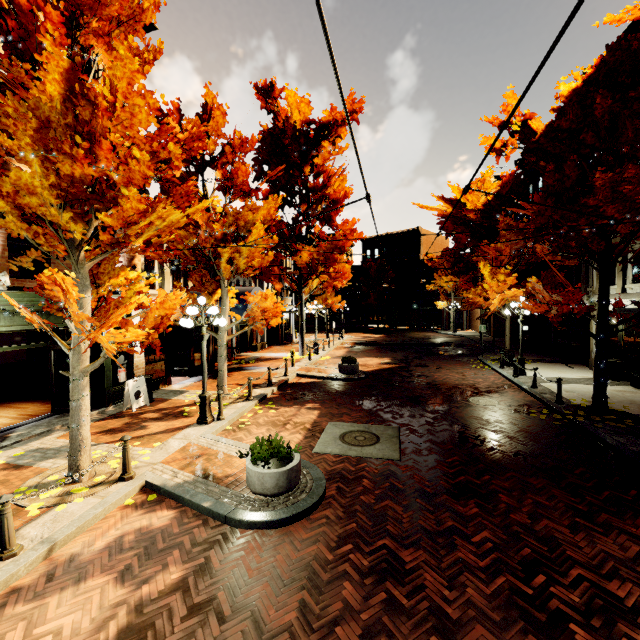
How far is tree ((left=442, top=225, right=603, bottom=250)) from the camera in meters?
9.3 m

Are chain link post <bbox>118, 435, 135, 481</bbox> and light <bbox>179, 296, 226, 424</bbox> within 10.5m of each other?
yes

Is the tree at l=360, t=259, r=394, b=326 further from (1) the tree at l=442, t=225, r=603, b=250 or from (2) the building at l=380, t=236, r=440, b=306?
(2) the building at l=380, t=236, r=440, b=306

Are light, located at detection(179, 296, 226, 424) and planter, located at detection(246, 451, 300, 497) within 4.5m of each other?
yes

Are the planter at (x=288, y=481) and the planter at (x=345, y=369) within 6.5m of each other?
no

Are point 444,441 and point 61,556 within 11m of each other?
yes

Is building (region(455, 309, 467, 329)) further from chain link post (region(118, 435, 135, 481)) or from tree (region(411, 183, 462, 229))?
chain link post (region(118, 435, 135, 481))

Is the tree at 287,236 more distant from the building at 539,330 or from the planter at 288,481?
the planter at 288,481
